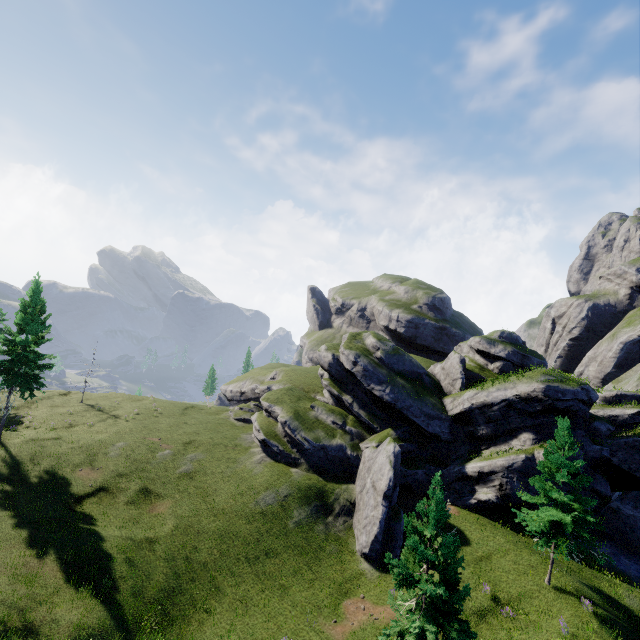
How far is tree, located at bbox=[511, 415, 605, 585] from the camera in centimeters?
1944cm

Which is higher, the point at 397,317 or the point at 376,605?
the point at 397,317

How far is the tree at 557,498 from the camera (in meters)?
19.44

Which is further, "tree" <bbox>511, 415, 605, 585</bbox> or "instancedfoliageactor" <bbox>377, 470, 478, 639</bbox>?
"tree" <bbox>511, 415, 605, 585</bbox>

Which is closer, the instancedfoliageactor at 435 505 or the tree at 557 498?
the instancedfoliageactor at 435 505
